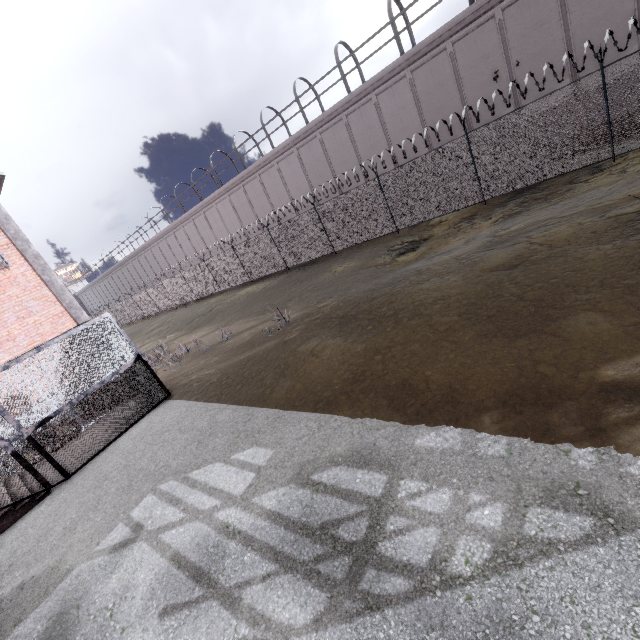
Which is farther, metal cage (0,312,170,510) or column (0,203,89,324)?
column (0,203,89,324)

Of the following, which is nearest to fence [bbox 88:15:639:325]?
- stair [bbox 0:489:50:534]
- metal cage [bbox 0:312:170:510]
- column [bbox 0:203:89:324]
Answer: metal cage [bbox 0:312:170:510]

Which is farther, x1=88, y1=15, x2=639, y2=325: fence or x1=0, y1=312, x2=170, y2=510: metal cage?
x1=88, y1=15, x2=639, y2=325: fence

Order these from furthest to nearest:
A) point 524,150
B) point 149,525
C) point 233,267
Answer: point 233,267, point 524,150, point 149,525

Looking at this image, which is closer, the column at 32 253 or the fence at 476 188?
the fence at 476 188

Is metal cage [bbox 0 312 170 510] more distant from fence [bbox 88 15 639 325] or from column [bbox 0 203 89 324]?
fence [bbox 88 15 639 325]

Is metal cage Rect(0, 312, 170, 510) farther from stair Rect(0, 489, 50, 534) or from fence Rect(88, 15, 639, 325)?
fence Rect(88, 15, 639, 325)

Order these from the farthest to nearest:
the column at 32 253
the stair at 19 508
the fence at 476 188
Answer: the column at 32 253 < the fence at 476 188 < the stair at 19 508
